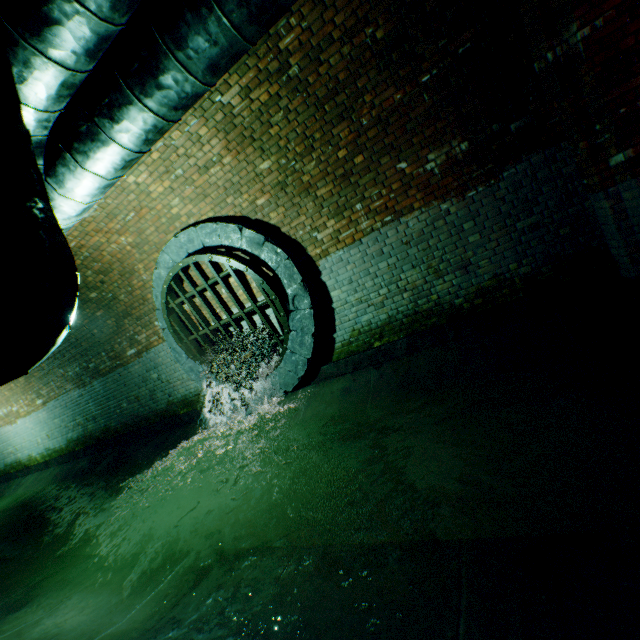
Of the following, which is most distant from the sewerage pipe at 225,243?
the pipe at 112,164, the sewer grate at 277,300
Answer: the pipe at 112,164

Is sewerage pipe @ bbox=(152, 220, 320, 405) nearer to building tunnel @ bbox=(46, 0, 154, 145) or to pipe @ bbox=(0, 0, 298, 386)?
building tunnel @ bbox=(46, 0, 154, 145)

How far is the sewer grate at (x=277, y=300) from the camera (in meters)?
5.22

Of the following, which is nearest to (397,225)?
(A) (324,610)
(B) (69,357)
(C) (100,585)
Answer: (A) (324,610)

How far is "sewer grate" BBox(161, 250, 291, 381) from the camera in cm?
522

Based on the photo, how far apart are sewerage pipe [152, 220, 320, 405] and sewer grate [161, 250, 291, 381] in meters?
0.0

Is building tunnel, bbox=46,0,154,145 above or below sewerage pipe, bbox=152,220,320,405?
above

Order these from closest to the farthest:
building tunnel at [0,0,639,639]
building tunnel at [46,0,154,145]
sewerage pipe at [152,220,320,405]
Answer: building tunnel at [0,0,639,639], building tunnel at [46,0,154,145], sewerage pipe at [152,220,320,405]
